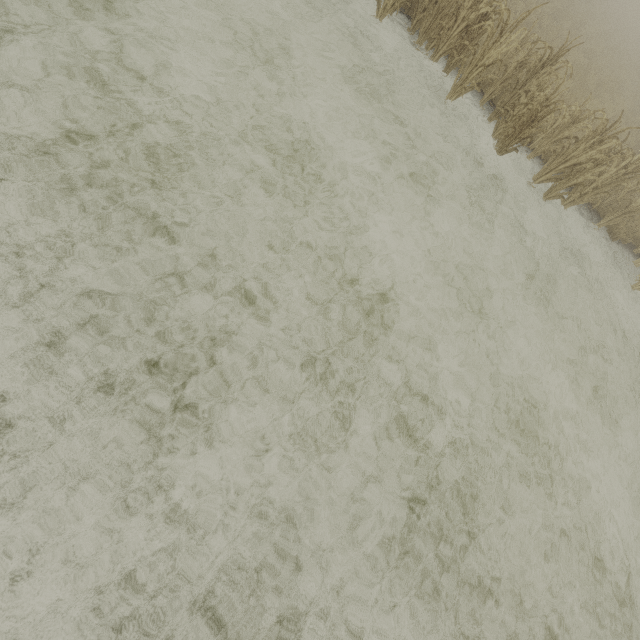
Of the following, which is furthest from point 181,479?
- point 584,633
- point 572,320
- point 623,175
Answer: point 623,175
